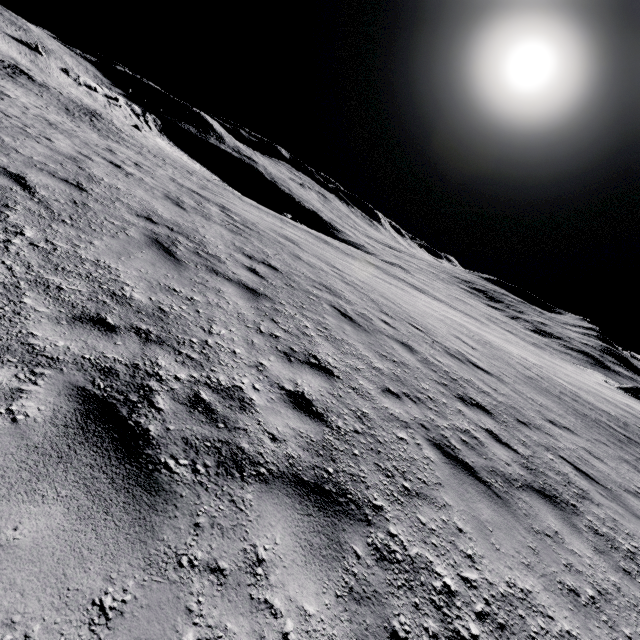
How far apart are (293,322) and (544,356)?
59.81m
